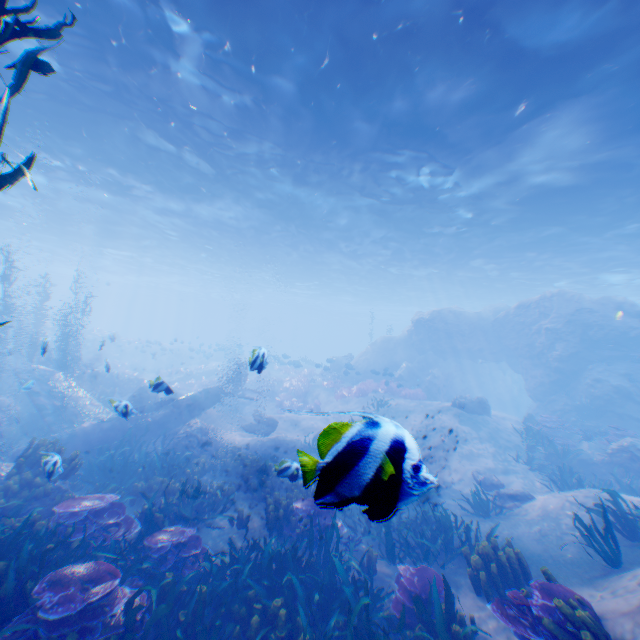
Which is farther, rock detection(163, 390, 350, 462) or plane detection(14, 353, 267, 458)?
rock detection(163, 390, 350, 462)

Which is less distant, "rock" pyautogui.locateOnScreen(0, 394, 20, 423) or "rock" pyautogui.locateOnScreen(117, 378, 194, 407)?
"rock" pyautogui.locateOnScreen(117, 378, 194, 407)

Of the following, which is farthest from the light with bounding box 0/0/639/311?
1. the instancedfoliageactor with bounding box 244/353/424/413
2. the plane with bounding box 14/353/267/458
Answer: the instancedfoliageactor with bounding box 244/353/424/413

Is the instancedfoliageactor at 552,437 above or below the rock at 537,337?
below

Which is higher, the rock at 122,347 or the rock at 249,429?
the rock at 122,347

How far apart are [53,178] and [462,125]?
21.2m

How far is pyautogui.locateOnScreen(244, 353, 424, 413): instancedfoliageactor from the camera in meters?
21.7

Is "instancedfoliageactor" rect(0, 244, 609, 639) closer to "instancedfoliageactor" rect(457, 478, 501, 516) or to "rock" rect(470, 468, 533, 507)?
"rock" rect(470, 468, 533, 507)
